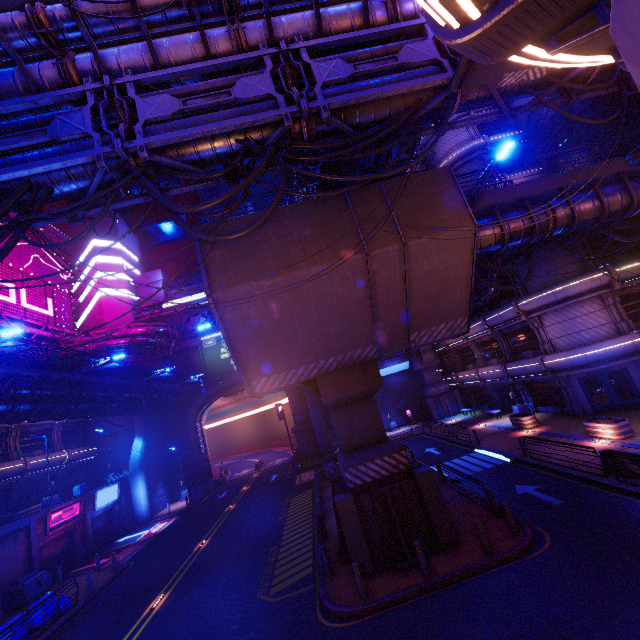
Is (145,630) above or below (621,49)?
below

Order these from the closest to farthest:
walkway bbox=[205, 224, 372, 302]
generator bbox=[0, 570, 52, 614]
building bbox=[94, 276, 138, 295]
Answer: walkway bbox=[205, 224, 372, 302]
generator bbox=[0, 570, 52, 614]
building bbox=[94, 276, 138, 295]

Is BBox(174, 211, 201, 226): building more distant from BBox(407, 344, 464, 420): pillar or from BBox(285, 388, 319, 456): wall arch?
BBox(407, 344, 464, 420): pillar

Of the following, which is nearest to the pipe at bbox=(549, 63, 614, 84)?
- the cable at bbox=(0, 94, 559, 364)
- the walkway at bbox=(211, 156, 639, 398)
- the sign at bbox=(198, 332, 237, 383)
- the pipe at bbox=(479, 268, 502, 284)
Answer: the cable at bbox=(0, 94, 559, 364)

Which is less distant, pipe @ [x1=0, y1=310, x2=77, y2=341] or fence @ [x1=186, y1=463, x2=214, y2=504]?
pipe @ [x1=0, y1=310, x2=77, y2=341]

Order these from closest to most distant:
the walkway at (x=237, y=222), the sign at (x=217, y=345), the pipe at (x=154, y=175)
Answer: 1. the pipe at (x=154, y=175)
2. the walkway at (x=237, y=222)
3. the sign at (x=217, y=345)

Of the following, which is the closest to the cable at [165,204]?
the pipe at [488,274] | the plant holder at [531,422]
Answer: the pipe at [488,274]

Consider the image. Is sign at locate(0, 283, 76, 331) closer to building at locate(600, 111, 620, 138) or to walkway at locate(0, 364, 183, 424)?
walkway at locate(0, 364, 183, 424)
